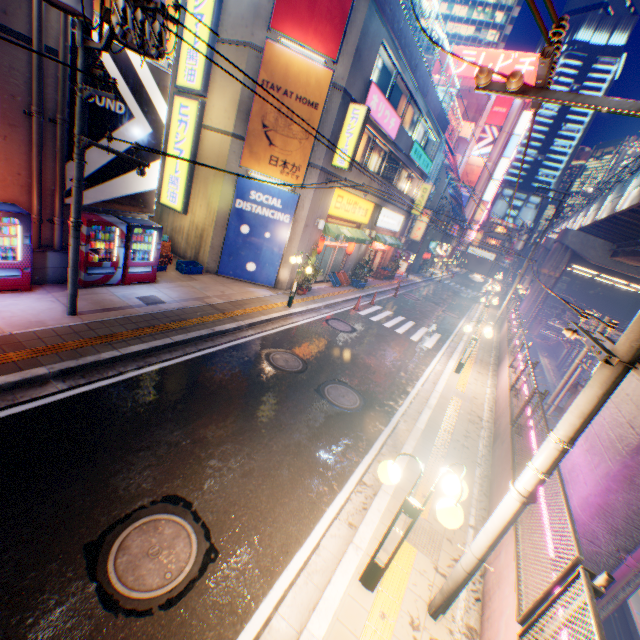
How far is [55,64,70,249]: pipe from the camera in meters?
7.7

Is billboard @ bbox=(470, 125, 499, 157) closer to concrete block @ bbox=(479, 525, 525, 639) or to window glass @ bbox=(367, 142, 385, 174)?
concrete block @ bbox=(479, 525, 525, 639)

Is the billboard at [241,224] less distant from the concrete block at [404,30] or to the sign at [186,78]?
the sign at [186,78]

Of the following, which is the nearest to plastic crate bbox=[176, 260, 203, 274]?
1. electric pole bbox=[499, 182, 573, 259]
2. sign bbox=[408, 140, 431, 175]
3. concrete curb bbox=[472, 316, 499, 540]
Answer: concrete curb bbox=[472, 316, 499, 540]

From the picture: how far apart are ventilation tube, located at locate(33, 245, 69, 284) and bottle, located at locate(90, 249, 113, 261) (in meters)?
0.56

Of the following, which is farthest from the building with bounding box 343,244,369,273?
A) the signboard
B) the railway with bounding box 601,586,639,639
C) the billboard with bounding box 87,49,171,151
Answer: the signboard

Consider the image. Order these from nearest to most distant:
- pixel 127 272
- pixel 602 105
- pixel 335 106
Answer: pixel 602 105, pixel 127 272, pixel 335 106

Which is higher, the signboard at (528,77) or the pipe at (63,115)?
the signboard at (528,77)
